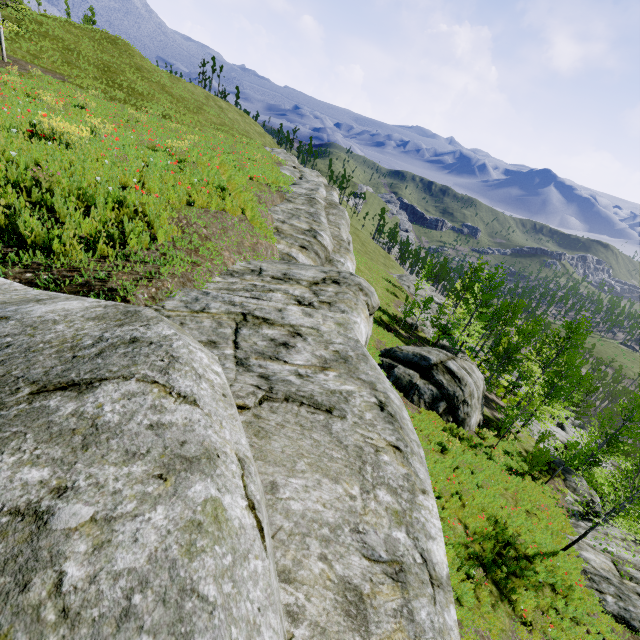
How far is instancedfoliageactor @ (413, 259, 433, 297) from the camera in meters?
43.4 m

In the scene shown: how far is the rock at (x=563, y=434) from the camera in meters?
30.5 m

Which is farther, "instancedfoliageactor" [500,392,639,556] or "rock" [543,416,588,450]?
"rock" [543,416,588,450]

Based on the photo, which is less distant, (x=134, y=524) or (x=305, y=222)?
(x=134, y=524)

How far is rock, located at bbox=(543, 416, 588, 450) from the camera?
30.5m

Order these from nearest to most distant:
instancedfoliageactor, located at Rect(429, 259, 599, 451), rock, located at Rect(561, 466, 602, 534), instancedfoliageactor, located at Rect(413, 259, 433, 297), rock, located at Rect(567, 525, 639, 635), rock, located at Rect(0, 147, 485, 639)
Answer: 1. rock, located at Rect(0, 147, 485, 639)
2. rock, located at Rect(567, 525, 639, 635)
3. rock, located at Rect(561, 466, 602, 534)
4. instancedfoliageactor, located at Rect(429, 259, 599, 451)
5. instancedfoliageactor, located at Rect(413, 259, 433, 297)

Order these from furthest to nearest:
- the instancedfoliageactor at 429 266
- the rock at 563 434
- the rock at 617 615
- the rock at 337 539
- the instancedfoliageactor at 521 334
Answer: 1. the instancedfoliageactor at 429 266
2. the rock at 563 434
3. the instancedfoliageactor at 521 334
4. the rock at 617 615
5. the rock at 337 539
